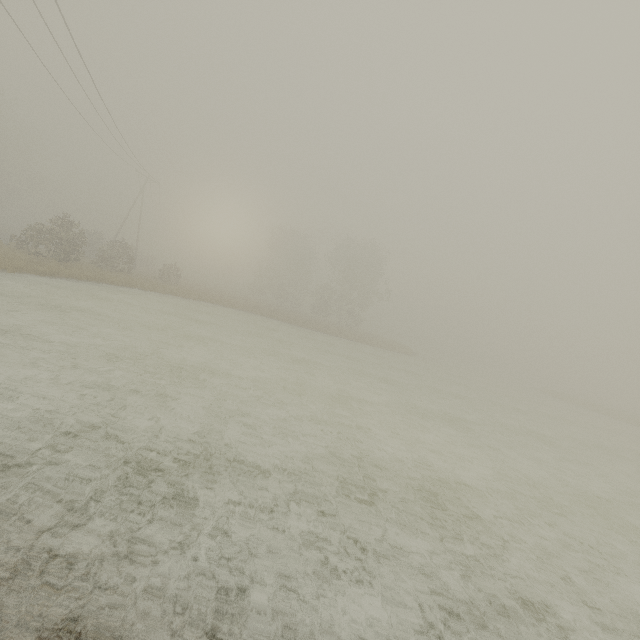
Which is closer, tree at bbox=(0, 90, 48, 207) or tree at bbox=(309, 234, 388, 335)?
tree at bbox=(309, 234, 388, 335)

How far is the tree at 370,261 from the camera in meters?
46.0 m

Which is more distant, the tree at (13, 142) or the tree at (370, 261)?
the tree at (13, 142)

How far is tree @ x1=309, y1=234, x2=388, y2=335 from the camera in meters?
46.0

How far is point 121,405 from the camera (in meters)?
6.46
